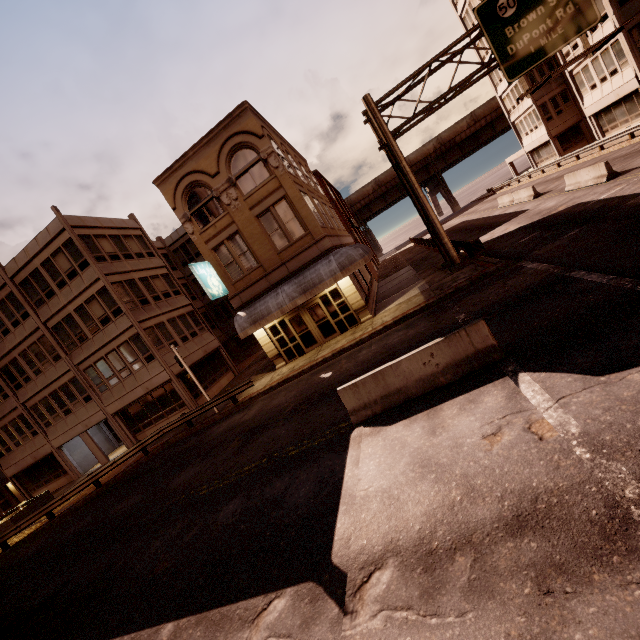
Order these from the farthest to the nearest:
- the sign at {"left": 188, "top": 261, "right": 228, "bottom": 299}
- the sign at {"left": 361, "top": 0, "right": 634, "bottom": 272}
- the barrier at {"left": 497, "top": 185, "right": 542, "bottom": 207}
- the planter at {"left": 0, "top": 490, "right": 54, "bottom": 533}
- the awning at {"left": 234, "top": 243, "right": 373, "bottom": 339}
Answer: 1. the barrier at {"left": 497, "top": 185, "right": 542, "bottom": 207}
2. the planter at {"left": 0, "top": 490, "right": 54, "bottom": 533}
3. the sign at {"left": 188, "top": 261, "right": 228, "bottom": 299}
4. the awning at {"left": 234, "top": 243, "right": 373, "bottom": 339}
5. the sign at {"left": 361, "top": 0, "right": 634, "bottom": 272}

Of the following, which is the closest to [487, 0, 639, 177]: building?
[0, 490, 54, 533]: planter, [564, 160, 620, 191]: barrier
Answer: [564, 160, 620, 191]: barrier

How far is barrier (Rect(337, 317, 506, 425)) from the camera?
7.41m

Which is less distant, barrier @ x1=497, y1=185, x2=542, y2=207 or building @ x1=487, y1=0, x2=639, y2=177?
building @ x1=487, y1=0, x2=639, y2=177

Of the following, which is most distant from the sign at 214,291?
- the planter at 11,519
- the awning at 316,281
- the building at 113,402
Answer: the planter at 11,519

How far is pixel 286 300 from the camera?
17.61m

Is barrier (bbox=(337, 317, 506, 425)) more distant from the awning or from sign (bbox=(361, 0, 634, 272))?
sign (bbox=(361, 0, 634, 272))

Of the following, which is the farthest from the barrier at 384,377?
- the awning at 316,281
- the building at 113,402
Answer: the building at 113,402
